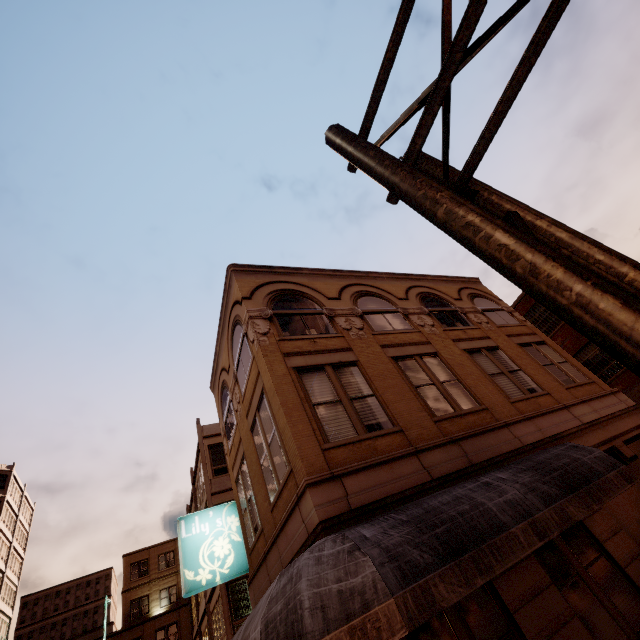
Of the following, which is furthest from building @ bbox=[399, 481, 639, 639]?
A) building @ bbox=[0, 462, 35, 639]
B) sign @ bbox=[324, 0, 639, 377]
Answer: building @ bbox=[0, 462, 35, 639]

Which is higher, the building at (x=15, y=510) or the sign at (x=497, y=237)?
the building at (x=15, y=510)

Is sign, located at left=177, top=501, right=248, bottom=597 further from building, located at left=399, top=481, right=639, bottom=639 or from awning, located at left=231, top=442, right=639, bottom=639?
awning, located at left=231, top=442, right=639, bottom=639

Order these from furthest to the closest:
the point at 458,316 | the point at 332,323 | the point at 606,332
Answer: the point at 458,316
the point at 332,323
the point at 606,332

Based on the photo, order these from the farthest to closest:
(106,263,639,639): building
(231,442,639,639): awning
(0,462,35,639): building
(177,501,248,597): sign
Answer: (0,462,35,639): building, (177,501,248,597): sign, (106,263,639,639): building, (231,442,639,639): awning

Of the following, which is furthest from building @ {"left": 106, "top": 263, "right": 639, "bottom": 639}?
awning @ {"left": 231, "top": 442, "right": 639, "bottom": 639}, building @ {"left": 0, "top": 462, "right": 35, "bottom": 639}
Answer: building @ {"left": 0, "top": 462, "right": 35, "bottom": 639}

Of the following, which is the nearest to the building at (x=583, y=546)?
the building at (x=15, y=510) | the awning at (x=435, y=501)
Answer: the awning at (x=435, y=501)

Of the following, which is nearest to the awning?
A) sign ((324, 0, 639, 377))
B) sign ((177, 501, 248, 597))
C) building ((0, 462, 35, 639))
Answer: sign ((177, 501, 248, 597))
